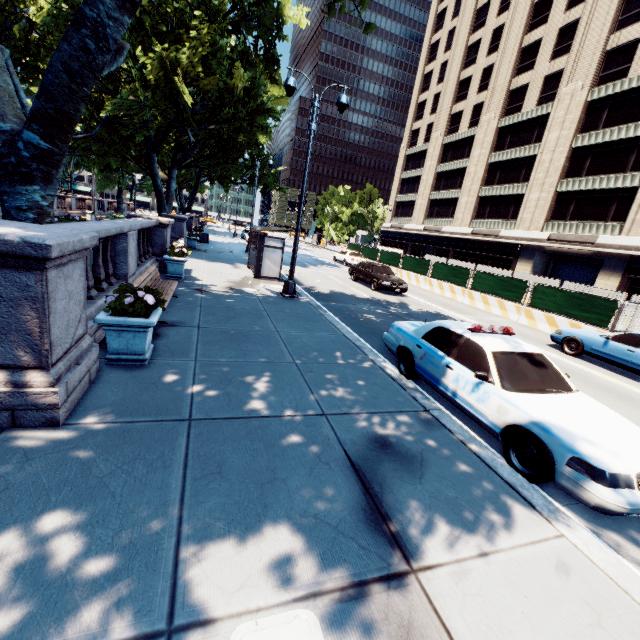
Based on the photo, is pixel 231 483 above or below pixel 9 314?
below

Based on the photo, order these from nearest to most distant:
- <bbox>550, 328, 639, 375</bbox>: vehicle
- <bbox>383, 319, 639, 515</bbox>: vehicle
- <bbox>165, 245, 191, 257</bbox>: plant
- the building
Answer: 1. <bbox>383, 319, 639, 515</bbox>: vehicle
2. <bbox>550, 328, 639, 375</bbox>: vehicle
3. <bbox>165, 245, 191, 257</bbox>: plant
4. the building

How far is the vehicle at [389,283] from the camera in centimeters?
1791cm

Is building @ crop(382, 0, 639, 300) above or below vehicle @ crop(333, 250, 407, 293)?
above

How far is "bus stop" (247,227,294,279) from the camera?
14.7m

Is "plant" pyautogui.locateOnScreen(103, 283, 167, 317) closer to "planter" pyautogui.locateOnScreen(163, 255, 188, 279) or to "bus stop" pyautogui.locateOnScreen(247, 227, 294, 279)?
"planter" pyautogui.locateOnScreen(163, 255, 188, 279)

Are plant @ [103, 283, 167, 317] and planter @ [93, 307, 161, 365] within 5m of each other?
yes

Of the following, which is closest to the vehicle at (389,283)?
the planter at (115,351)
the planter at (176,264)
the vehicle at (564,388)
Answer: the vehicle at (564,388)
